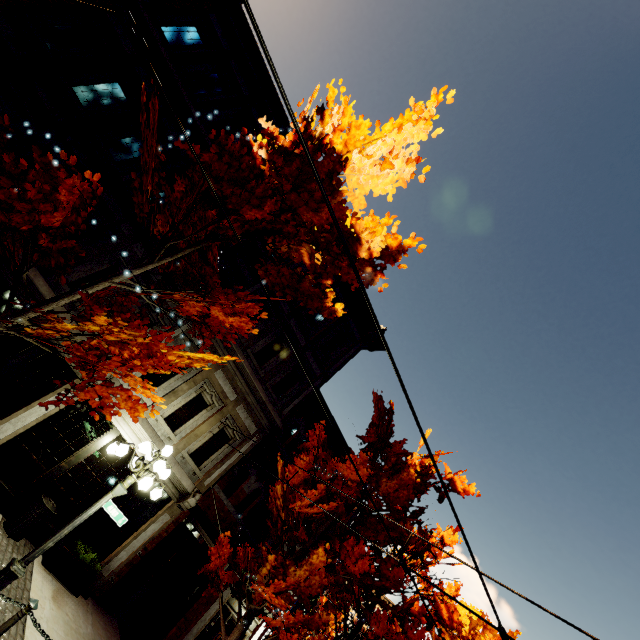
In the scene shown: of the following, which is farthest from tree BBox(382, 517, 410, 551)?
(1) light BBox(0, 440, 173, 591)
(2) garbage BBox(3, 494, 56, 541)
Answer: (2) garbage BBox(3, 494, 56, 541)

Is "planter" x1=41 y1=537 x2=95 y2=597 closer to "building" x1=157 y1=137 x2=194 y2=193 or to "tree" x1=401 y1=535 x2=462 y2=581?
"building" x1=157 y1=137 x2=194 y2=193

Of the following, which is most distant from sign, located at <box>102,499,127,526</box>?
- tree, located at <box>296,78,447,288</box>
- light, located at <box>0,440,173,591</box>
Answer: tree, located at <box>296,78,447,288</box>

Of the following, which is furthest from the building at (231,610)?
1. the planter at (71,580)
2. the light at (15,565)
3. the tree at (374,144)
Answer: the light at (15,565)

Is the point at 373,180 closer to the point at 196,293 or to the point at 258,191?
the point at 258,191

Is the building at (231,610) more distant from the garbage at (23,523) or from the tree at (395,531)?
the tree at (395,531)

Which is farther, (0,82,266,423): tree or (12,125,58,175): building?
(12,125,58,175): building
